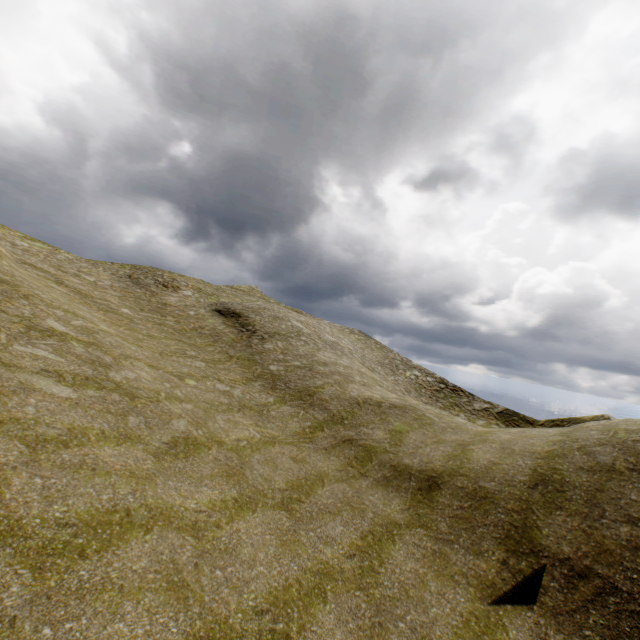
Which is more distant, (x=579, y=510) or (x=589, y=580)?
(x=579, y=510)
